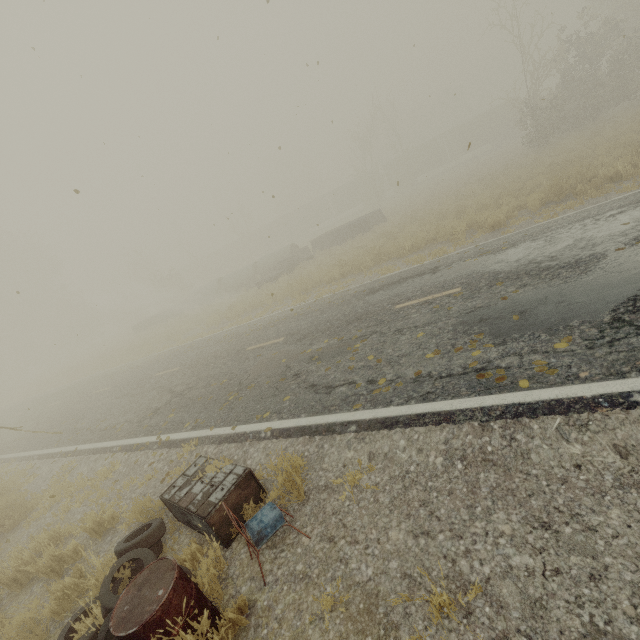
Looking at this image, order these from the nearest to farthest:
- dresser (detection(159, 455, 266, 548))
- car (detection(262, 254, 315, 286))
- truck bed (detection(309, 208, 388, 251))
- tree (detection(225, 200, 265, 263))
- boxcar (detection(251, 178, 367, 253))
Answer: dresser (detection(159, 455, 266, 548)) < car (detection(262, 254, 315, 286)) < truck bed (detection(309, 208, 388, 251)) < tree (detection(225, 200, 265, 263)) < boxcar (detection(251, 178, 367, 253))

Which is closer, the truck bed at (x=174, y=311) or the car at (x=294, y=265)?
the car at (x=294, y=265)

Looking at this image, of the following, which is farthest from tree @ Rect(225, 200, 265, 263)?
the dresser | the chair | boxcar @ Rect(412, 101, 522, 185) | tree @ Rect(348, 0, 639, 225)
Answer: the chair

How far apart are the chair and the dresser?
0.3 meters

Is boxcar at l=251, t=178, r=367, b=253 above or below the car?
above

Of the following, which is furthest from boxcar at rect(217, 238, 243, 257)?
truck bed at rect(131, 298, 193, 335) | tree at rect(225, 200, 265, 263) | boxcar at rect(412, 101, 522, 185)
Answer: truck bed at rect(131, 298, 193, 335)

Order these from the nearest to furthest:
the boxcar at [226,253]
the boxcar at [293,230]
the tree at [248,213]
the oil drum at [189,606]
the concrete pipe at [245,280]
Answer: the oil drum at [189,606]
the concrete pipe at [245,280]
the tree at [248,213]
the boxcar at [293,230]
the boxcar at [226,253]

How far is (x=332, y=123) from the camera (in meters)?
5.87
